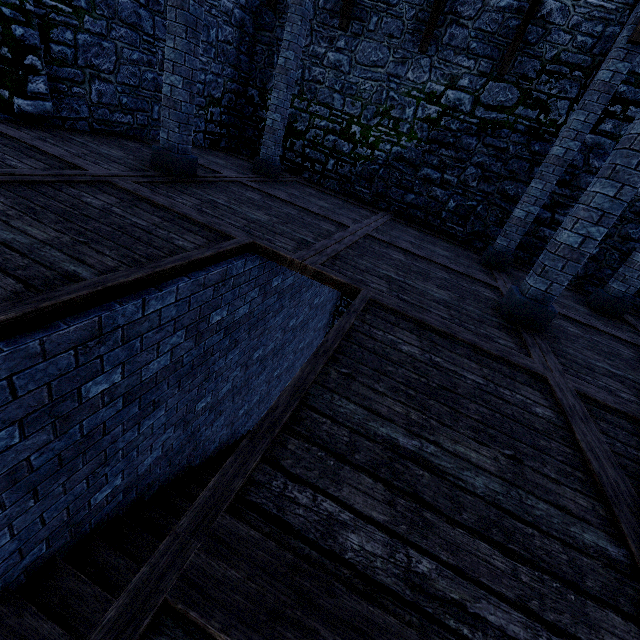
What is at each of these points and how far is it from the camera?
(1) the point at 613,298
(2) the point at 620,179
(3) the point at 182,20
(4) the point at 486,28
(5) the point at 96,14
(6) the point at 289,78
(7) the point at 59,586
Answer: (1) pillar, 6.6 meters
(2) pillar, 3.5 meters
(3) pillar, 4.5 meters
(4) building tower, 7.7 meters
(5) building tower, 5.8 meters
(6) pillar, 7.3 meters
(7) stairs, 2.8 meters

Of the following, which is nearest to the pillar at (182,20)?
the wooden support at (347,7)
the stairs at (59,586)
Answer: the wooden support at (347,7)

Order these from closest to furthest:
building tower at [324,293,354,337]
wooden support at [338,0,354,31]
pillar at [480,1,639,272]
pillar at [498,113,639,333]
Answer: pillar at [498,113,639,333]
pillar at [480,1,639,272]
wooden support at [338,0,354,31]
building tower at [324,293,354,337]

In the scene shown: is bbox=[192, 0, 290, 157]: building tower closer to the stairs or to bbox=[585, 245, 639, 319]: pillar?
bbox=[585, 245, 639, 319]: pillar

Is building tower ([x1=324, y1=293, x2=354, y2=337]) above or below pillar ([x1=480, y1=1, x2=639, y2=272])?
below

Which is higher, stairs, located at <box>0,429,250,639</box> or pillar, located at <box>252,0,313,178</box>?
pillar, located at <box>252,0,313,178</box>

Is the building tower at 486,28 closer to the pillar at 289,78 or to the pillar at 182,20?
the pillar at 289,78

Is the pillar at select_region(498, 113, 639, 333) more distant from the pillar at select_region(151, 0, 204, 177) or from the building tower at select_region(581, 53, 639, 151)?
the pillar at select_region(151, 0, 204, 177)
